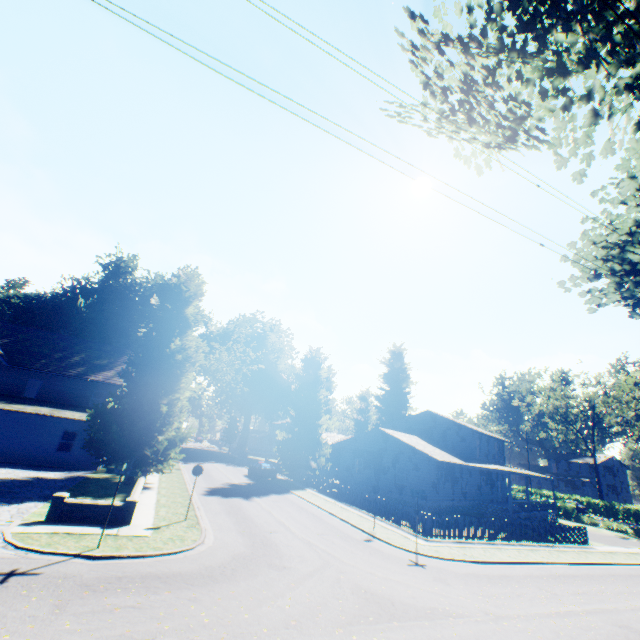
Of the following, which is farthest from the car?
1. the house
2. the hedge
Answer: the hedge

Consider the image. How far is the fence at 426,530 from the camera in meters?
18.7 m

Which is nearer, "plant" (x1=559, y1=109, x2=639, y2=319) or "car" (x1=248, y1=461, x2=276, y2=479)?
"plant" (x1=559, y1=109, x2=639, y2=319)

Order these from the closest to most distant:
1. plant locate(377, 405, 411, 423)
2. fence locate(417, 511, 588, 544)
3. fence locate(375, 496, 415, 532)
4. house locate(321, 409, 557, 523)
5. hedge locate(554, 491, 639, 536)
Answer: fence locate(417, 511, 588, 544), fence locate(375, 496, 415, 532), house locate(321, 409, 557, 523), hedge locate(554, 491, 639, 536), plant locate(377, 405, 411, 423)

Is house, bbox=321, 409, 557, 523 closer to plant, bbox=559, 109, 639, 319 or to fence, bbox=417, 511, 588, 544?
plant, bbox=559, 109, 639, 319

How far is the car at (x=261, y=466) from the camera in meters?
33.2 m

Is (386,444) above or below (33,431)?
above

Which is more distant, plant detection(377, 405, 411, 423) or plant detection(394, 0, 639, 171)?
plant detection(377, 405, 411, 423)
